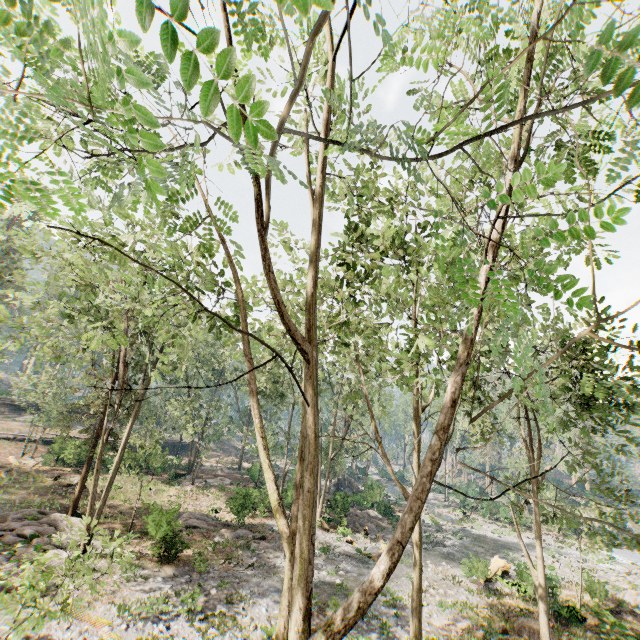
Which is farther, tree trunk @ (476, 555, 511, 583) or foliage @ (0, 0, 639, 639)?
tree trunk @ (476, 555, 511, 583)

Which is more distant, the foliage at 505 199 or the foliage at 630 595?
the foliage at 630 595

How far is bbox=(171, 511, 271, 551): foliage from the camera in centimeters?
2198cm

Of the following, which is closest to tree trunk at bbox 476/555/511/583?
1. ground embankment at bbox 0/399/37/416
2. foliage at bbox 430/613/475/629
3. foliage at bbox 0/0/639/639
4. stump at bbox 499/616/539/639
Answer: stump at bbox 499/616/539/639

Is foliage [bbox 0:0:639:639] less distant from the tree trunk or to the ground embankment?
the ground embankment

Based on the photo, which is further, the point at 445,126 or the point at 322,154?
the point at 322,154

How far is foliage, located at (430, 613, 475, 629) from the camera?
16.23m

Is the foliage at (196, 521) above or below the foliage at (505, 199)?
below
